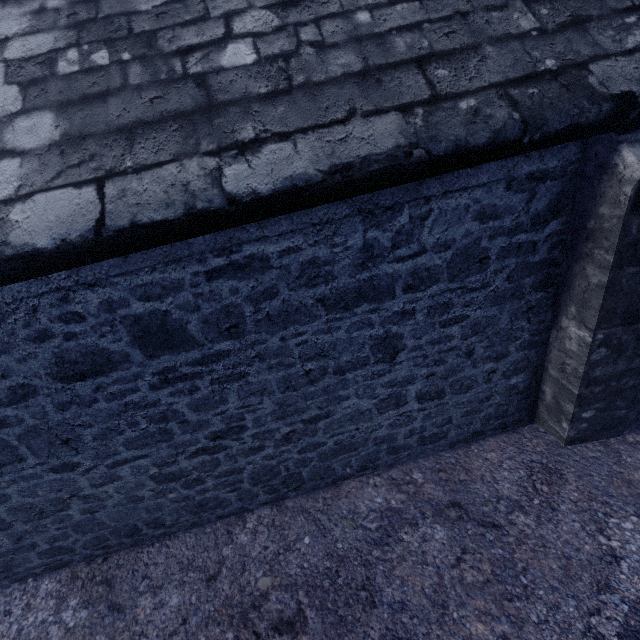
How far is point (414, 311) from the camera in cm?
247
